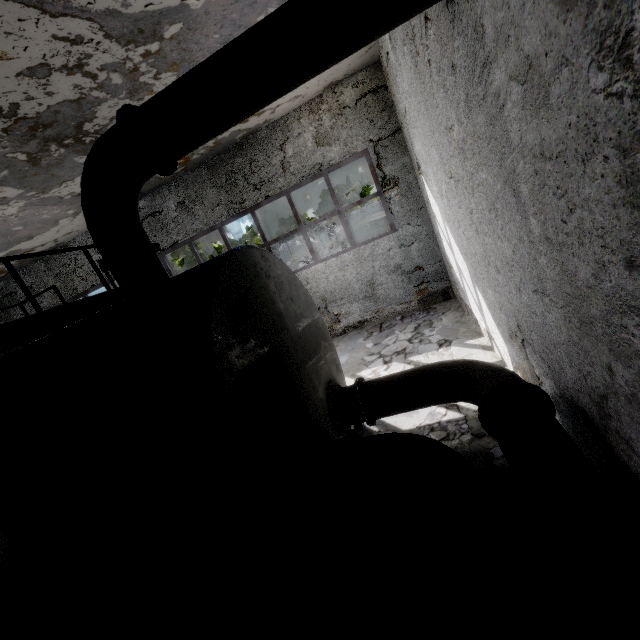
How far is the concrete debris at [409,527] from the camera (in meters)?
3.58

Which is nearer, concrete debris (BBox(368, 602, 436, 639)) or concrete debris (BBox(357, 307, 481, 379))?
concrete debris (BBox(368, 602, 436, 639))

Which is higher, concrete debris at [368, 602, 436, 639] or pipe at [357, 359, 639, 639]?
pipe at [357, 359, 639, 639]

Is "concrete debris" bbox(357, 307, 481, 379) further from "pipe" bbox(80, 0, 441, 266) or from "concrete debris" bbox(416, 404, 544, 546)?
"pipe" bbox(80, 0, 441, 266)

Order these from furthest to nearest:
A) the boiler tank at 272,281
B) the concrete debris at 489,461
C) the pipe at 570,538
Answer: the concrete debris at 489,461
the boiler tank at 272,281
the pipe at 570,538

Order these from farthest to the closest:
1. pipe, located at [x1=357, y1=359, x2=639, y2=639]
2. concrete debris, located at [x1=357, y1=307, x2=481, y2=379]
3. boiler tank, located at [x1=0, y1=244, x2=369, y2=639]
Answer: concrete debris, located at [x1=357, y1=307, x2=481, y2=379], boiler tank, located at [x1=0, y1=244, x2=369, y2=639], pipe, located at [x1=357, y1=359, x2=639, y2=639]

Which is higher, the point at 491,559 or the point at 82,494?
the point at 82,494

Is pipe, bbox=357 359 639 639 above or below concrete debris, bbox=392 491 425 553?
above
